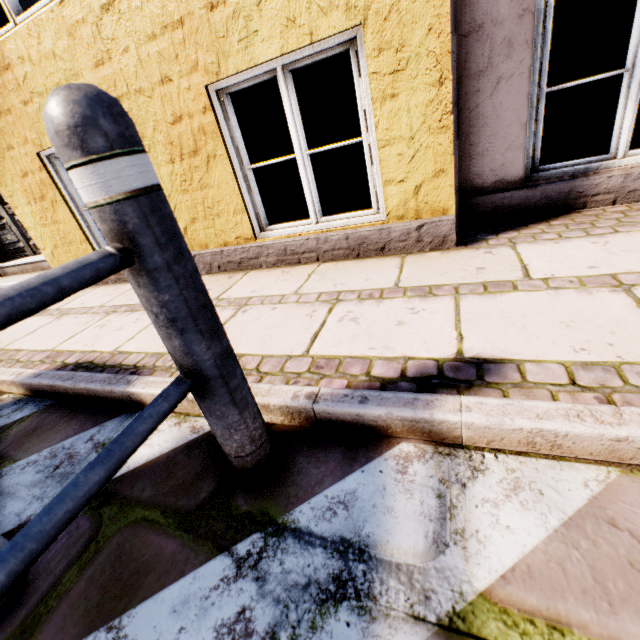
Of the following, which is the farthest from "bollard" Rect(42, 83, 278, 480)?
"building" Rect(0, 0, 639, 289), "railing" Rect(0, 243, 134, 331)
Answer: "building" Rect(0, 0, 639, 289)

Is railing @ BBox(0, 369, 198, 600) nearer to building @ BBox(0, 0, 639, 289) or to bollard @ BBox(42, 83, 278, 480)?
bollard @ BBox(42, 83, 278, 480)

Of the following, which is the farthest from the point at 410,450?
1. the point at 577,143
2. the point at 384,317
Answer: the point at 577,143

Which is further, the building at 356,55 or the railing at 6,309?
the building at 356,55

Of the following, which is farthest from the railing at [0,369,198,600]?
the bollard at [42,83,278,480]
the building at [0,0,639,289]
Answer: the building at [0,0,639,289]

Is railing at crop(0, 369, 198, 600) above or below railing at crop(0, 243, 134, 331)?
below

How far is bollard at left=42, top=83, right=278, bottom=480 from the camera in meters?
0.6

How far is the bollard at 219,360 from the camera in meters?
0.6
